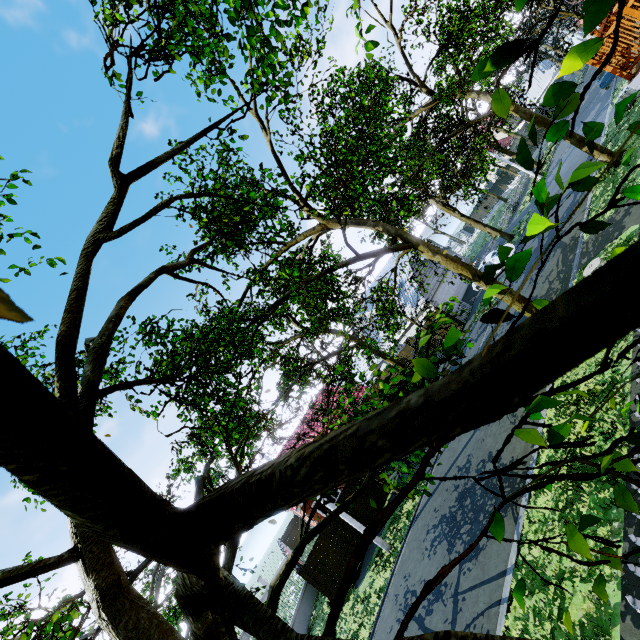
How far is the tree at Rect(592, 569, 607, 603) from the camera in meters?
1.5

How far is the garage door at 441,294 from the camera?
28.9 meters

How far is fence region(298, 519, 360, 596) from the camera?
15.9 meters

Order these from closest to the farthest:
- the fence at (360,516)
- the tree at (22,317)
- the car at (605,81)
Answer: the tree at (22,317) < the fence at (360,516) < the car at (605,81)

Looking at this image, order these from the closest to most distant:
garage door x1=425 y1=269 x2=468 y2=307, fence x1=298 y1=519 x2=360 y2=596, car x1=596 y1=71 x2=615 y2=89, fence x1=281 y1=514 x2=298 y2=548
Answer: fence x1=298 y1=519 x2=360 y2=596
car x1=596 y1=71 x2=615 y2=89
garage door x1=425 y1=269 x2=468 y2=307
fence x1=281 y1=514 x2=298 y2=548

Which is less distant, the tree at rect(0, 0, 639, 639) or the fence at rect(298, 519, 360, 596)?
the tree at rect(0, 0, 639, 639)

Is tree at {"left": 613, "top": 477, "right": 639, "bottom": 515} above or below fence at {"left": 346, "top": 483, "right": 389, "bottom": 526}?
above

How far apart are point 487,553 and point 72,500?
11.2 meters
